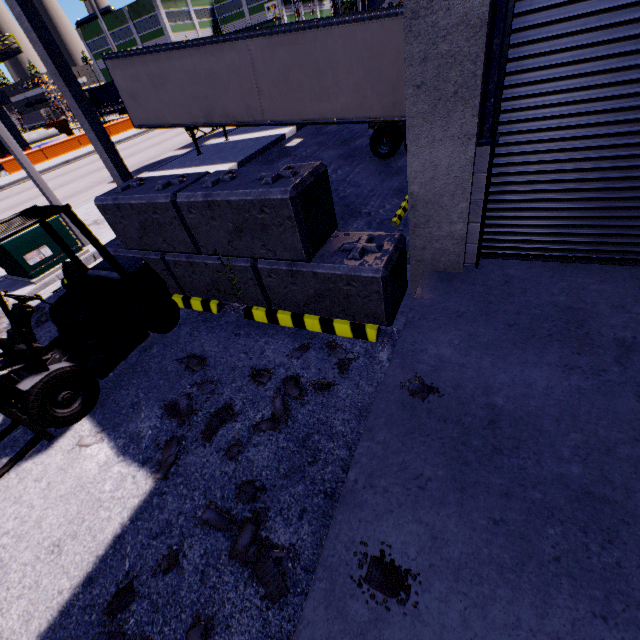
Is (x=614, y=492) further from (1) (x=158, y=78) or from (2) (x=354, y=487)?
(1) (x=158, y=78)

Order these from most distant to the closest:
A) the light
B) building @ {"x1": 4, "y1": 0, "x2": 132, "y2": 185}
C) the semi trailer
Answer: the semi trailer
the light
building @ {"x1": 4, "y1": 0, "x2": 132, "y2": 185}

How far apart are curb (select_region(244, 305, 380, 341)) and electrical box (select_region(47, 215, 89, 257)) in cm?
606

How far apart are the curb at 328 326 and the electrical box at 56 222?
6.1 meters

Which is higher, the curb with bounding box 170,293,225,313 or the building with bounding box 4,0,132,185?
the building with bounding box 4,0,132,185

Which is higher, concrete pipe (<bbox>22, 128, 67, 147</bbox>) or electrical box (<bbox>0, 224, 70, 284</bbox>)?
concrete pipe (<bbox>22, 128, 67, 147</bbox>)

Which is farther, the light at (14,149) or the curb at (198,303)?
the light at (14,149)

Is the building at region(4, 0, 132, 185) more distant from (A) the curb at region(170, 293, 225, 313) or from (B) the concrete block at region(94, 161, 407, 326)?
(A) the curb at region(170, 293, 225, 313)
